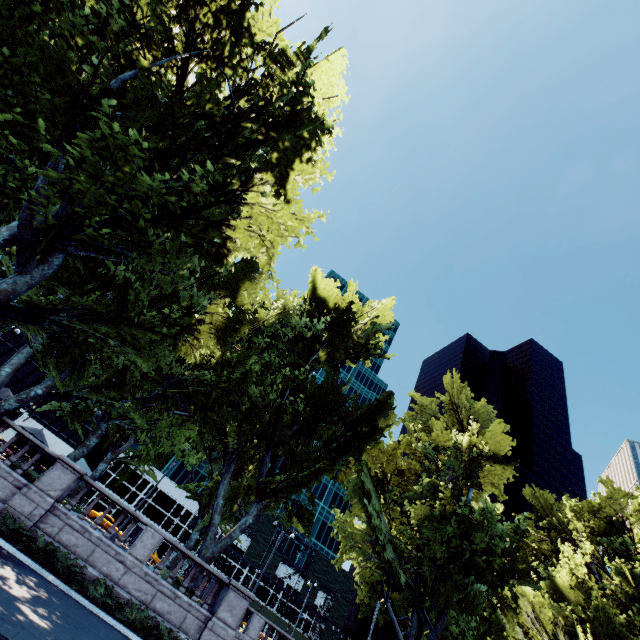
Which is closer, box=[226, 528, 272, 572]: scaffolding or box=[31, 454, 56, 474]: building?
box=[31, 454, 56, 474]: building

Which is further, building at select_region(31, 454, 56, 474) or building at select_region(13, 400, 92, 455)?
building at select_region(13, 400, 92, 455)

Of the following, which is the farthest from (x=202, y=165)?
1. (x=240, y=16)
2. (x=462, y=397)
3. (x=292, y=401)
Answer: (x=462, y=397)

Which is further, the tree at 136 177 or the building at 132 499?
the building at 132 499

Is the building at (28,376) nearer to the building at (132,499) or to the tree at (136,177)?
the building at (132,499)

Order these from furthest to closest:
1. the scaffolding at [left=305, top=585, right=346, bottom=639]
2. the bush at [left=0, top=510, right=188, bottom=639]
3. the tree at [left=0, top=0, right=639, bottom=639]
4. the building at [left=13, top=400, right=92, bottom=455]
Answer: the scaffolding at [left=305, top=585, right=346, bottom=639]
the building at [left=13, top=400, right=92, bottom=455]
the bush at [left=0, top=510, right=188, bottom=639]
the tree at [left=0, top=0, right=639, bottom=639]

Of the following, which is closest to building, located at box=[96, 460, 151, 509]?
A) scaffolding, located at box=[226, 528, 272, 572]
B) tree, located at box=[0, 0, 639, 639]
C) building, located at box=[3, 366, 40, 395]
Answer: scaffolding, located at box=[226, 528, 272, 572]

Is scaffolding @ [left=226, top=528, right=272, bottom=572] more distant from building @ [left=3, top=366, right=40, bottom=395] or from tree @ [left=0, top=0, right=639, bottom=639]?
building @ [left=3, top=366, right=40, bottom=395]
